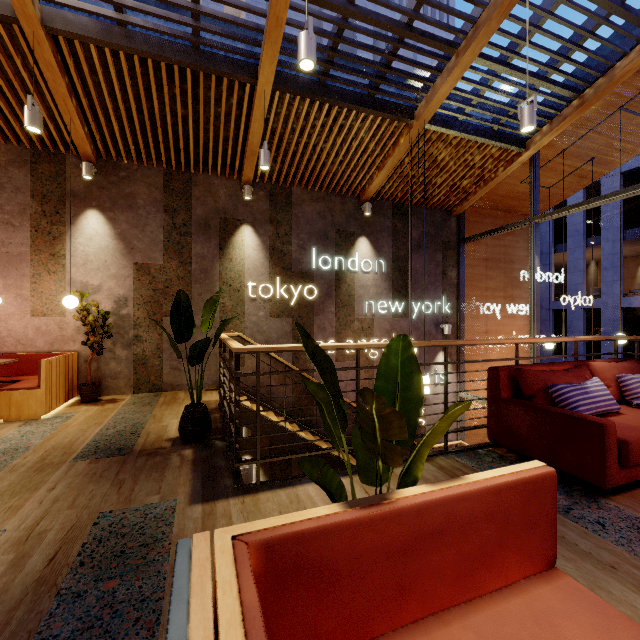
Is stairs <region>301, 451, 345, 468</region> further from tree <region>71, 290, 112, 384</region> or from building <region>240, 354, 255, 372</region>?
tree <region>71, 290, 112, 384</region>

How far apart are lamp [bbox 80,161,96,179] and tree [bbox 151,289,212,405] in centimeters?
352cm

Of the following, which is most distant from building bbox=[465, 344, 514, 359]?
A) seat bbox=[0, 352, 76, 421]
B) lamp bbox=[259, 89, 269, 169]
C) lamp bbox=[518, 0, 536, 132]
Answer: seat bbox=[0, 352, 76, 421]

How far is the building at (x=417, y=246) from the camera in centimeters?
796cm

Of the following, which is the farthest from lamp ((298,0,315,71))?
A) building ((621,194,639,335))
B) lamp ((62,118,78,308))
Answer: building ((621,194,639,335))

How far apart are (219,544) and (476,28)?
6.1m

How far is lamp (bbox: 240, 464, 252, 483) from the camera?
3.87m

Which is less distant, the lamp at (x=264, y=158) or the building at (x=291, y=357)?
the lamp at (x=264, y=158)
